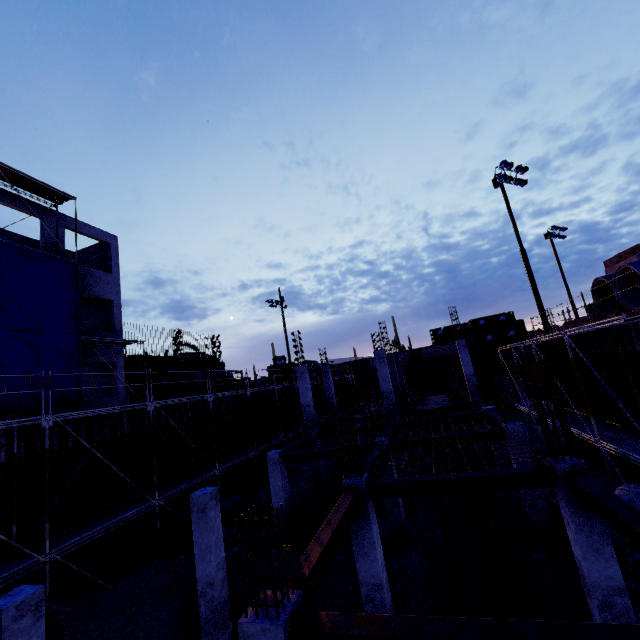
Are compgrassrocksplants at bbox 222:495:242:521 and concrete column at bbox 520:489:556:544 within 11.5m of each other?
no

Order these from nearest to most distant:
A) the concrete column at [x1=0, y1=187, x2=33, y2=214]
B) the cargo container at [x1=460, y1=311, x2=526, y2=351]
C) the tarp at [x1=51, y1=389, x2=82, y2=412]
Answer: the tarp at [x1=51, y1=389, x2=82, y2=412], the concrete column at [x1=0, y1=187, x2=33, y2=214], the cargo container at [x1=460, y1=311, x2=526, y2=351]

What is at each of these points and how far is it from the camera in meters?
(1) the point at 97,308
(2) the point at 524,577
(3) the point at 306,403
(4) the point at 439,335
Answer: (1) concrete column, 21.7 m
(2) pipe, 7.9 m
(3) concrete column, 19.6 m
(4) cargo container, 52.6 m

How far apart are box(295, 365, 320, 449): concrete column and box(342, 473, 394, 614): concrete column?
10.3m

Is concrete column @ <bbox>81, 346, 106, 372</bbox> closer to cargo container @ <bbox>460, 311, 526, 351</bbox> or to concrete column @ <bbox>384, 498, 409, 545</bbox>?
concrete column @ <bbox>384, 498, 409, 545</bbox>

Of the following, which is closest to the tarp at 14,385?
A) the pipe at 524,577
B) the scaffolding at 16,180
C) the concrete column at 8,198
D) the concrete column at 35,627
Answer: the scaffolding at 16,180

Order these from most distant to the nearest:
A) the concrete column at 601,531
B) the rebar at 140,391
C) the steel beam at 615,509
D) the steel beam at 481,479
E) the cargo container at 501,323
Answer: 1. the cargo container at 501,323
2. the rebar at 140,391
3. the steel beam at 481,479
4. the concrete column at 601,531
5. the steel beam at 615,509

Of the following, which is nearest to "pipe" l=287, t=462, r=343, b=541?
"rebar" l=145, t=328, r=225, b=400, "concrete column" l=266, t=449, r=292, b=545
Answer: "concrete column" l=266, t=449, r=292, b=545
